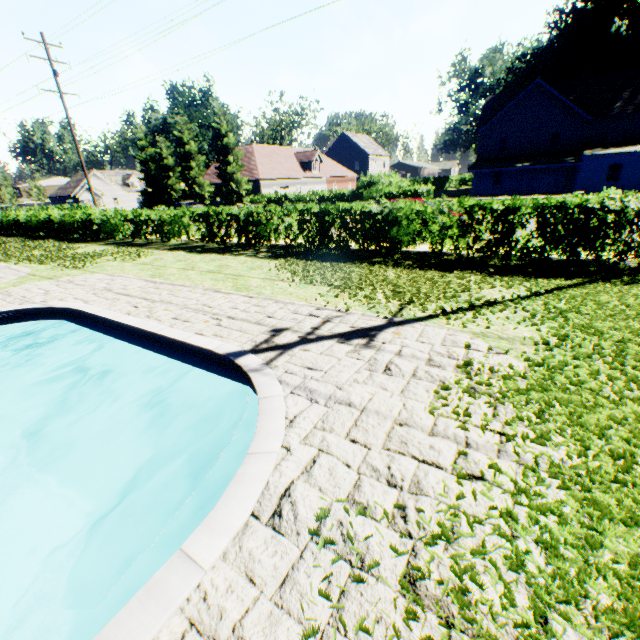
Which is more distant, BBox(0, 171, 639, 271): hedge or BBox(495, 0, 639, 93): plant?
BBox(495, 0, 639, 93): plant

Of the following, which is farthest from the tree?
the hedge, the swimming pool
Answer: the swimming pool

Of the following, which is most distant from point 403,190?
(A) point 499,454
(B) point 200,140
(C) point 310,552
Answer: (B) point 200,140

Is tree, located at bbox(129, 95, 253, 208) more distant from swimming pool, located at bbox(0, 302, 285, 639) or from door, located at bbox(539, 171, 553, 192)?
door, located at bbox(539, 171, 553, 192)

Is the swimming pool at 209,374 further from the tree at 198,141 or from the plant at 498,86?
the tree at 198,141

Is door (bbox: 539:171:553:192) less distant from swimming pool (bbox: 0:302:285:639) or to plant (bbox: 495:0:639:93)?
plant (bbox: 495:0:639:93)

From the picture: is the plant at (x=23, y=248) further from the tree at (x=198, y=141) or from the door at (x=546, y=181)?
the door at (x=546, y=181)

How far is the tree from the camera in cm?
3520
